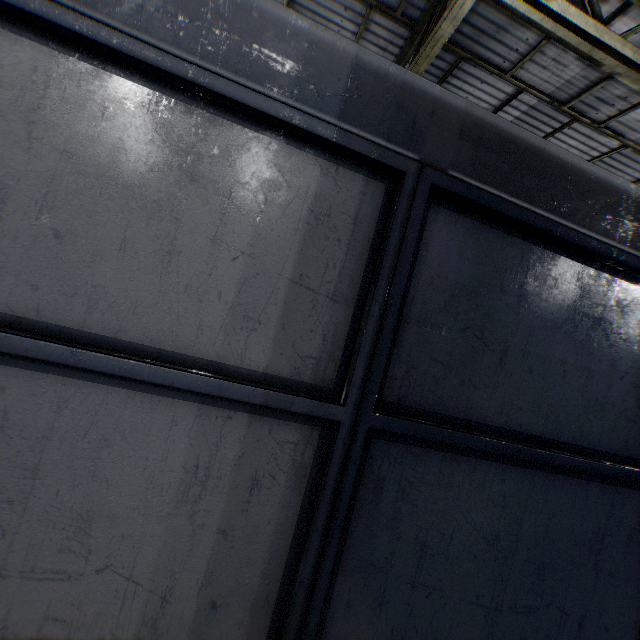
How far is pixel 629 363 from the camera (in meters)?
1.67
